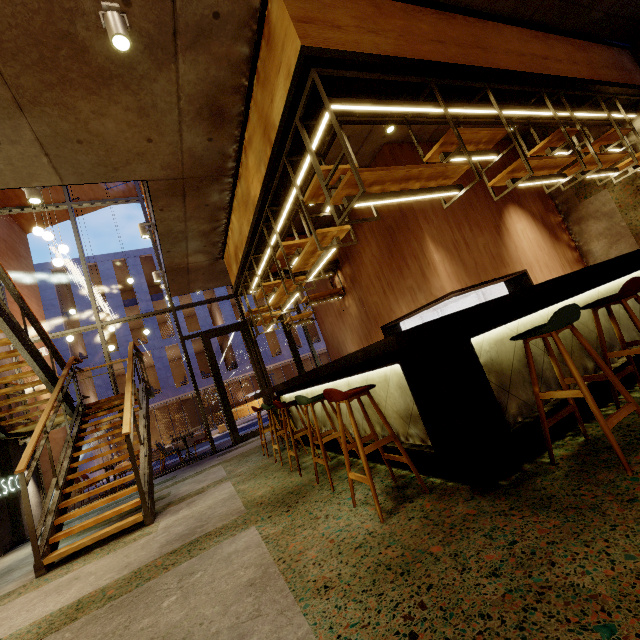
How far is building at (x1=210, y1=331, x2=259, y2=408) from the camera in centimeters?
2658cm

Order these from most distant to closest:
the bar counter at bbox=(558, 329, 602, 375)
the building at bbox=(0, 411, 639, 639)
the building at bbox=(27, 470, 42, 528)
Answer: the building at bbox=(27, 470, 42, 528) < the bar counter at bbox=(558, 329, 602, 375) < the building at bbox=(0, 411, 639, 639)

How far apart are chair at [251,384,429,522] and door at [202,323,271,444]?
6.8 meters

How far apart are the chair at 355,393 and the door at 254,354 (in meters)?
6.76

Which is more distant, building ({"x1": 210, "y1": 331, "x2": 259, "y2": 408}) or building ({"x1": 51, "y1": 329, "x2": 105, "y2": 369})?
building ({"x1": 210, "y1": 331, "x2": 259, "y2": 408})

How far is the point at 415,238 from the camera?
5.7m

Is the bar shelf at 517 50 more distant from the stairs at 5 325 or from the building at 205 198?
the stairs at 5 325
